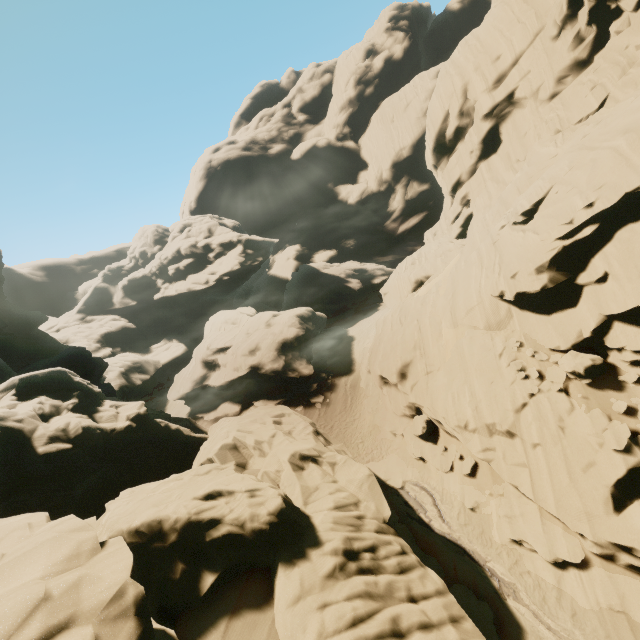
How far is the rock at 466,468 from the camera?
16.11m

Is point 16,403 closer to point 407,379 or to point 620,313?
point 407,379

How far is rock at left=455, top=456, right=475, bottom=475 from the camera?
16.1m

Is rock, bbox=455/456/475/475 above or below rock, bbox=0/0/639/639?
below

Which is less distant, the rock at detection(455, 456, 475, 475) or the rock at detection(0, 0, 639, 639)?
the rock at detection(0, 0, 639, 639)

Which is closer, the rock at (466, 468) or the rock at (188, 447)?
the rock at (188, 447)
